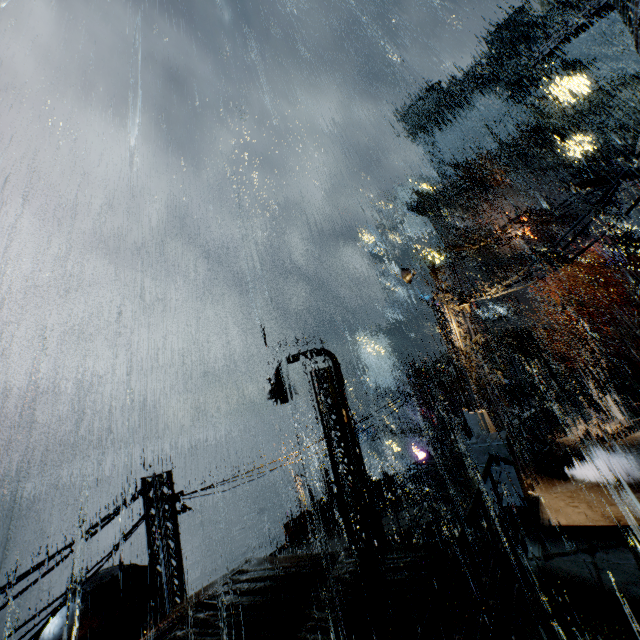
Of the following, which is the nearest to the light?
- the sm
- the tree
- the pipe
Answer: the pipe

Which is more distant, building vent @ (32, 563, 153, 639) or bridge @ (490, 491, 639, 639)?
building vent @ (32, 563, 153, 639)

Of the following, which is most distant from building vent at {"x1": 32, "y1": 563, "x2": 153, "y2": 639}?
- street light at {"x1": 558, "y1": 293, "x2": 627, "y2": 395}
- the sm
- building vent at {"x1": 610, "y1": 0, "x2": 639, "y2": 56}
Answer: the sm

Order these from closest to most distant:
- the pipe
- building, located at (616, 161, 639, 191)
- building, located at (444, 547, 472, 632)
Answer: building, located at (444, 547, 472, 632)
building, located at (616, 161, 639, 191)
the pipe

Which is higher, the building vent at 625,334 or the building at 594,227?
the building at 594,227

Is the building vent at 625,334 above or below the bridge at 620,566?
above

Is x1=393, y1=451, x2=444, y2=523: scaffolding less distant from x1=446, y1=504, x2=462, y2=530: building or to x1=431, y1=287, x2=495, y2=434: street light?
x1=446, y1=504, x2=462, y2=530: building

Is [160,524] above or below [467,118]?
below
